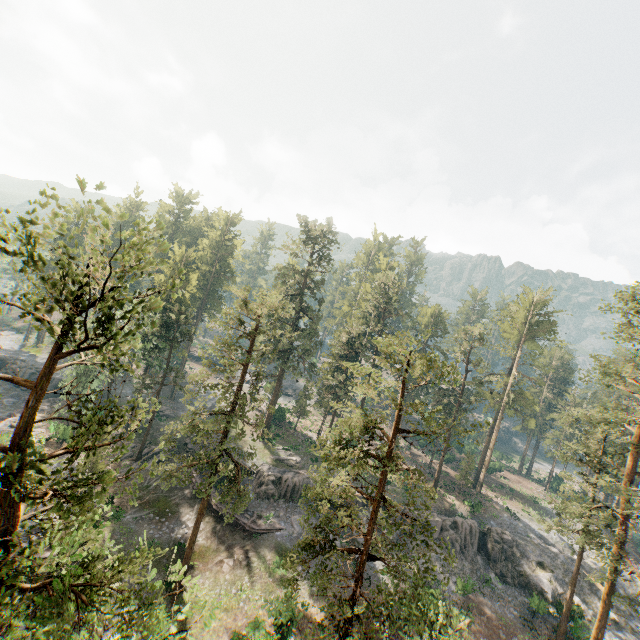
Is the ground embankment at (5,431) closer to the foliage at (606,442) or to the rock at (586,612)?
the foliage at (606,442)

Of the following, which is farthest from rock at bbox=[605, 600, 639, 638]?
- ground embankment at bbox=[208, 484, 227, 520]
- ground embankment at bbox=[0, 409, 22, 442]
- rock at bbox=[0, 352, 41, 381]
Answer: rock at bbox=[0, 352, 41, 381]

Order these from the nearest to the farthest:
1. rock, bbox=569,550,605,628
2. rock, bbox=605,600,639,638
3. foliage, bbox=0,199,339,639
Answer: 1. foliage, bbox=0,199,339,639
2. rock, bbox=569,550,605,628
3. rock, bbox=605,600,639,638

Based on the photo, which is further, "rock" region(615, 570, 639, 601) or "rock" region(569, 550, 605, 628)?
"rock" region(615, 570, 639, 601)

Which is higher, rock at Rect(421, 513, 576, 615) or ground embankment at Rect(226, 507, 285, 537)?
rock at Rect(421, 513, 576, 615)

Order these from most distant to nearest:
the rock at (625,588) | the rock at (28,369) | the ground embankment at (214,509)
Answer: the rock at (28,369) < the rock at (625,588) < the ground embankment at (214,509)

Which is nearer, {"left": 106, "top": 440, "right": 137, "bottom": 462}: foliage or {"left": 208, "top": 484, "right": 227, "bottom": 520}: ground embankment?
{"left": 106, "top": 440, "right": 137, "bottom": 462}: foliage

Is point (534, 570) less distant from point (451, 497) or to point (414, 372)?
point (451, 497)
